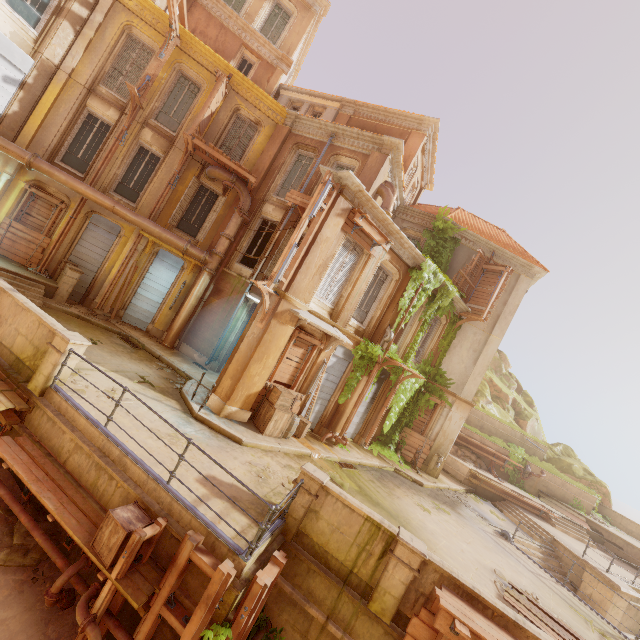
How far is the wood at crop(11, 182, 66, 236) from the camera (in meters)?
13.38

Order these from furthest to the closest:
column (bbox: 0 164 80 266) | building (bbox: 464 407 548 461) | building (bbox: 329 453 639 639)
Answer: building (bbox: 464 407 548 461) → column (bbox: 0 164 80 266) → building (bbox: 329 453 639 639)

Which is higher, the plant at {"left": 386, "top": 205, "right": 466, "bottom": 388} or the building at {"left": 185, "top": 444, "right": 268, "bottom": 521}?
the plant at {"left": 386, "top": 205, "right": 466, "bottom": 388}

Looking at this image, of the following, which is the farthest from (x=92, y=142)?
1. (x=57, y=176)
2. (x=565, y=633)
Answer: (x=565, y=633)

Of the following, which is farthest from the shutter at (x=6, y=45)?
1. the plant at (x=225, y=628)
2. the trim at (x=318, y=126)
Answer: the plant at (x=225, y=628)

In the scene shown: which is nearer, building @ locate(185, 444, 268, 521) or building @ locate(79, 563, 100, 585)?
building @ locate(79, 563, 100, 585)

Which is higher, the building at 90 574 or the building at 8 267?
the building at 8 267

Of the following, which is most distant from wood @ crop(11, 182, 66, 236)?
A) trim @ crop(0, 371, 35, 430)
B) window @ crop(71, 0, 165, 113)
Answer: trim @ crop(0, 371, 35, 430)
